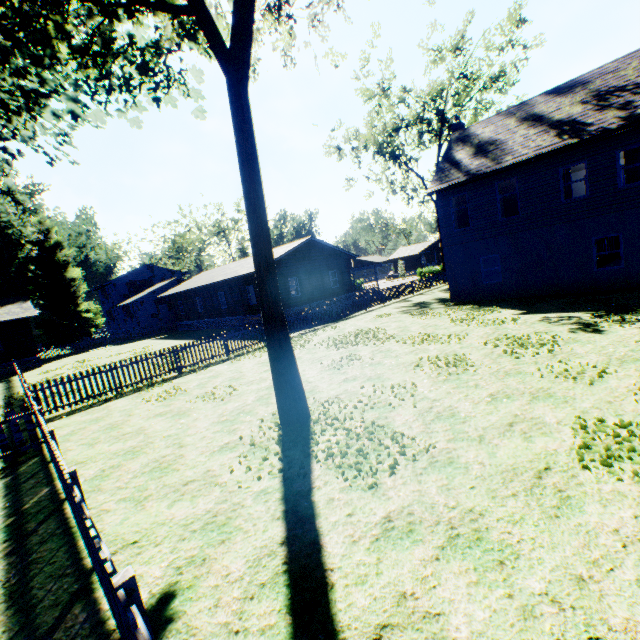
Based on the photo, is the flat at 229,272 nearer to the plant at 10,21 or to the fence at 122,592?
the fence at 122,592

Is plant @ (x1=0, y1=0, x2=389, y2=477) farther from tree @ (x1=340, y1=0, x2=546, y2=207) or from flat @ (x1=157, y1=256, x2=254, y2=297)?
flat @ (x1=157, y1=256, x2=254, y2=297)

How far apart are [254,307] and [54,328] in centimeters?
2605cm

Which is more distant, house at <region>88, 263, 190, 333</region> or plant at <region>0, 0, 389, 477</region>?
house at <region>88, 263, 190, 333</region>

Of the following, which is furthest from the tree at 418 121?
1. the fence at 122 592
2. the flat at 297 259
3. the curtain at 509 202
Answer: the curtain at 509 202

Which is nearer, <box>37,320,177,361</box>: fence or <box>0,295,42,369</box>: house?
<box>0,295,42,369</box>: house

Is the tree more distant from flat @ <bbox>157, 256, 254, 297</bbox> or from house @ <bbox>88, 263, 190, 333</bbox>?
house @ <bbox>88, 263, 190, 333</bbox>

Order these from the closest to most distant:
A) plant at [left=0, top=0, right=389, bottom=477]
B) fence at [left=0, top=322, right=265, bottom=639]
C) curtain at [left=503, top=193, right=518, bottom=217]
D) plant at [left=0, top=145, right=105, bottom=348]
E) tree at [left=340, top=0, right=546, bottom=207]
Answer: fence at [left=0, top=322, right=265, bottom=639], plant at [left=0, top=0, right=389, bottom=477], curtain at [left=503, top=193, right=518, bottom=217], tree at [left=340, top=0, right=546, bottom=207], plant at [left=0, top=145, right=105, bottom=348]
